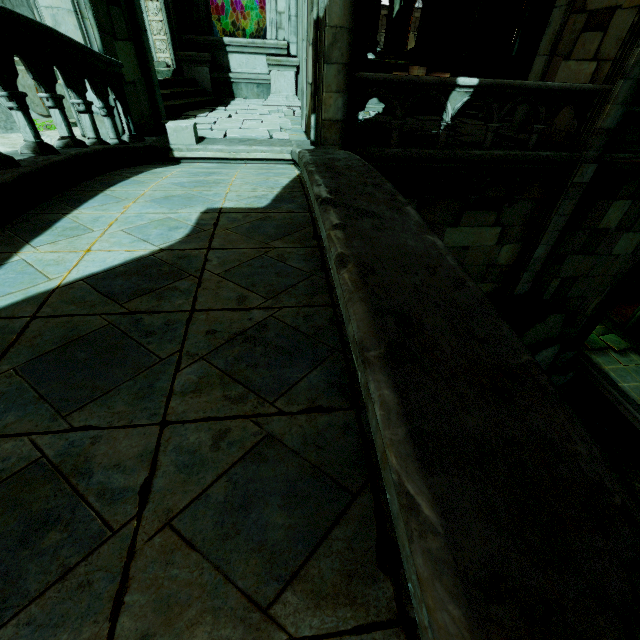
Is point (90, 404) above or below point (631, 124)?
below

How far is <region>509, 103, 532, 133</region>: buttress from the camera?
8.3m

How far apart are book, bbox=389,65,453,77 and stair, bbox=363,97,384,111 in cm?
425

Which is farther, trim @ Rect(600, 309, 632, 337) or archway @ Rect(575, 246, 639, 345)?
trim @ Rect(600, 309, 632, 337)

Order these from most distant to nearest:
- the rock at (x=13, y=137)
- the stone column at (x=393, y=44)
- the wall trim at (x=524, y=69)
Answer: the stone column at (x=393, y=44) < the wall trim at (x=524, y=69) < the rock at (x=13, y=137)

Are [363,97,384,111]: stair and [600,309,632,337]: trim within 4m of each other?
no

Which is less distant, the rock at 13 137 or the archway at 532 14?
the rock at 13 137

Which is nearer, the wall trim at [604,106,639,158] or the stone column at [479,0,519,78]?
the wall trim at [604,106,639,158]
